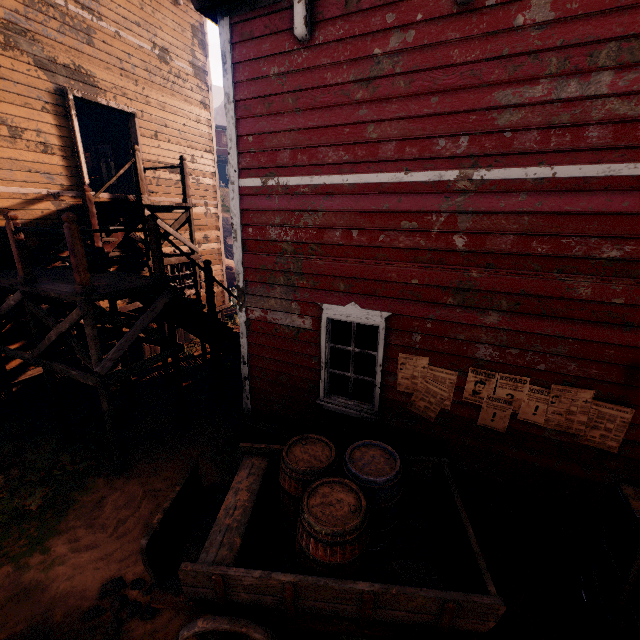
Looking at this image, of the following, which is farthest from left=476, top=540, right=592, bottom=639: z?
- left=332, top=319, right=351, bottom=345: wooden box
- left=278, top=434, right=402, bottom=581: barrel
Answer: left=332, top=319, right=351, bottom=345: wooden box

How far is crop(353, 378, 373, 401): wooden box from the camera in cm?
514

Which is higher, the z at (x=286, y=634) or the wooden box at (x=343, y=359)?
the wooden box at (x=343, y=359)

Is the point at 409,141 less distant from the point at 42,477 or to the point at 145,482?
the point at 145,482

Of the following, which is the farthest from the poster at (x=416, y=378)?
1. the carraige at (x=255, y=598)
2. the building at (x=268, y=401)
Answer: the carraige at (x=255, y=598)

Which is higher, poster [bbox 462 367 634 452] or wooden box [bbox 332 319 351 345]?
wooden box [bbox 332 319 351 345]

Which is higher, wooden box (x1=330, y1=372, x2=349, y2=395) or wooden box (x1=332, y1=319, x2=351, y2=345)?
wooden box (x1=332, y1=319, x2=351, y2=345)

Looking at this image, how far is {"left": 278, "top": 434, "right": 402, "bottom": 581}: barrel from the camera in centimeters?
280cm
